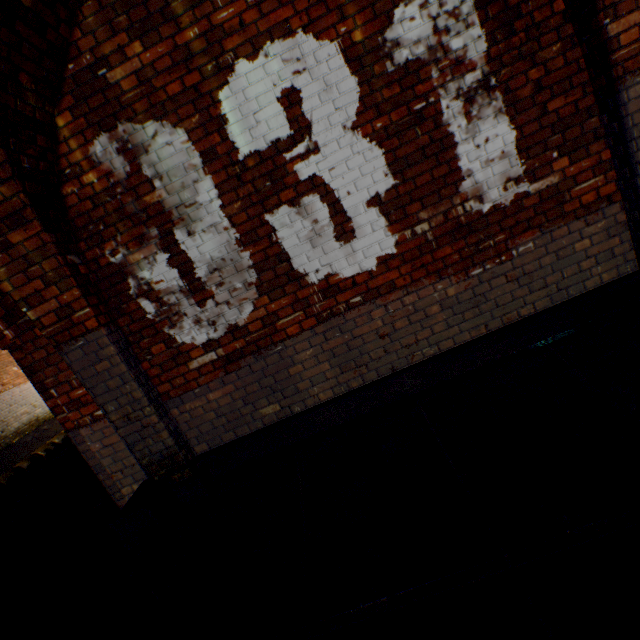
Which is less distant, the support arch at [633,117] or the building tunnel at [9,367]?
the support arch at [633,117]

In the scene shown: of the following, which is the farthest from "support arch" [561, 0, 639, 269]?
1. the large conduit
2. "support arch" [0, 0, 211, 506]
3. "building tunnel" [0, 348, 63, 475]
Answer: the large conduit

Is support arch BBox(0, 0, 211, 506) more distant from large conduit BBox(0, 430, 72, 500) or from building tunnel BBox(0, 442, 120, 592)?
large conduit BBox(0, 430, 72, 500)

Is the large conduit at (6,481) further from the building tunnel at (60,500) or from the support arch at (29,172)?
the support arch at (29,172)

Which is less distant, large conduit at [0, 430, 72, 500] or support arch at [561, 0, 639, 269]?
support arch at [561, 0, 639, 269]

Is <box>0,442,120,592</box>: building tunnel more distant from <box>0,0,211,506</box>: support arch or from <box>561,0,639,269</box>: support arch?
<box>561,0,639,269</box>: support arch

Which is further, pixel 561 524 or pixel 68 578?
pixel 68 578
